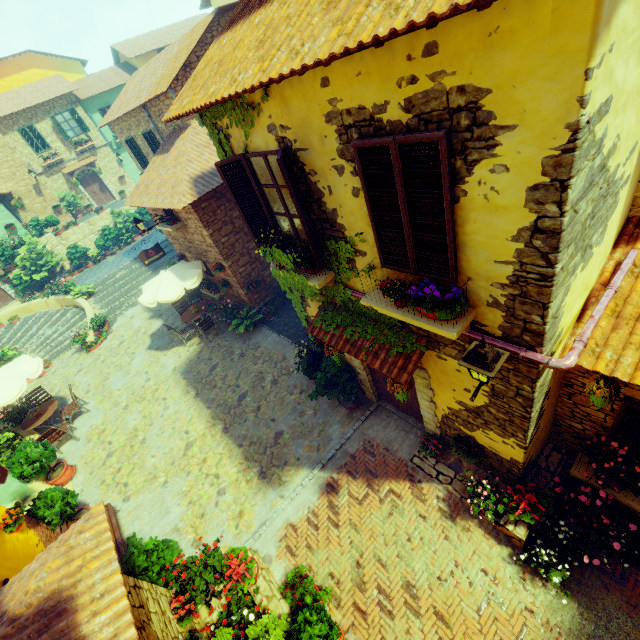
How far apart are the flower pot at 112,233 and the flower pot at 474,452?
24.13m

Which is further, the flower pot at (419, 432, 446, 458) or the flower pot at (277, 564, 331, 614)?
the flower pot at (419, 432, 446, 458)

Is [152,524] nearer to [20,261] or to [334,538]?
[334,538]

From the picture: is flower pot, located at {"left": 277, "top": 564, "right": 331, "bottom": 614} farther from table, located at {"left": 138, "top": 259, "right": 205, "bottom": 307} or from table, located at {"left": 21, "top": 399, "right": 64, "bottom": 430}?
table, located at {"left": 21, "top": 399, "right": 64, "bottom": 430}

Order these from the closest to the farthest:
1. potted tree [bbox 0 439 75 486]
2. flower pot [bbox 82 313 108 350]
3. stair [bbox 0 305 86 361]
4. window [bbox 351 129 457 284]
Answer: window [bbox 351 129 457 284] → potted tree [bbox 0 439 75 486] → flower pot [bbox 82 313 108 350] → stair [bbox 0 305 86 361]

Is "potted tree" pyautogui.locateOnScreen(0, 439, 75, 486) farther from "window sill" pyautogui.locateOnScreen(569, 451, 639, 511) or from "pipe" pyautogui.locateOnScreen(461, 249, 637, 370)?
"window sill" pyautogui.locateOnScreen(569, 451, 639, 511)

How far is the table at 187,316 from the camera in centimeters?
1256cm

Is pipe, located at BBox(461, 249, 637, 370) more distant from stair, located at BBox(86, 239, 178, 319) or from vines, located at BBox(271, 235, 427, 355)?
stair, located at BBox(86, 239, 178, 319)
